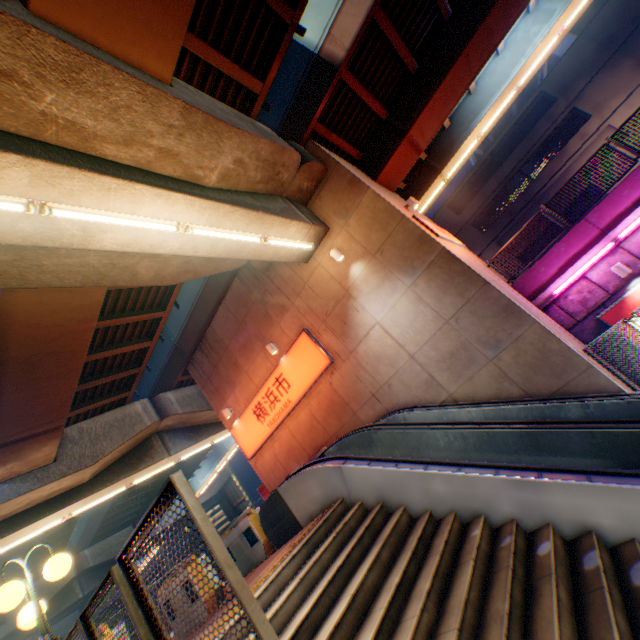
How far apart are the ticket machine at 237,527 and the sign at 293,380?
4.1m

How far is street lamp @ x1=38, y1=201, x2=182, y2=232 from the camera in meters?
5.0 m

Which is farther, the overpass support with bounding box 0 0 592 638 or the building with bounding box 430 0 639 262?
the building with bounding box 430 0 639 262

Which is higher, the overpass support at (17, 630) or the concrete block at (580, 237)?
the overpass support at (17, 630)

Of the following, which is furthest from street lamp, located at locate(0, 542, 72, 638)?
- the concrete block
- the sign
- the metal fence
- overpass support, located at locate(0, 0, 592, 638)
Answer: the concrete block

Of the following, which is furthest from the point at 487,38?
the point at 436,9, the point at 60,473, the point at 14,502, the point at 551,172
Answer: the point at 14,502

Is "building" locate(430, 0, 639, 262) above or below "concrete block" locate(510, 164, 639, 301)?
above

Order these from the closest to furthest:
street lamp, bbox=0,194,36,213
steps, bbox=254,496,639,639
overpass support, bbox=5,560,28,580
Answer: steps, bbox=254,496,639,639 → street lamp, bbox=0,194,36,213 → overpass support, bbox=5,560,28,580
